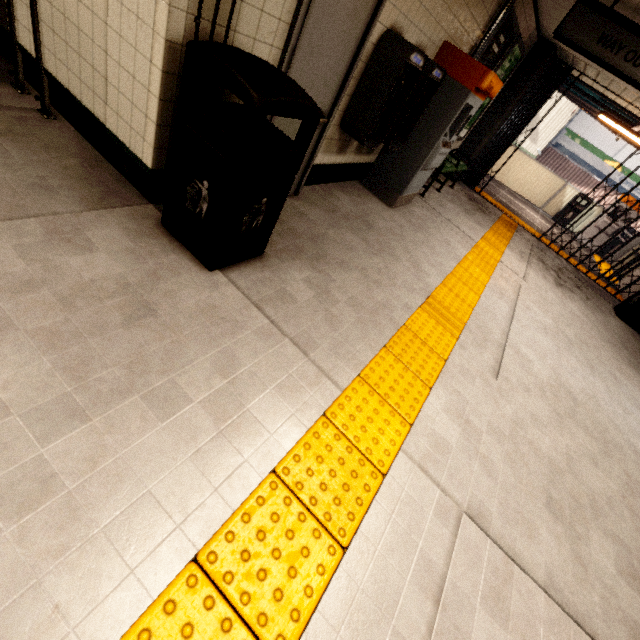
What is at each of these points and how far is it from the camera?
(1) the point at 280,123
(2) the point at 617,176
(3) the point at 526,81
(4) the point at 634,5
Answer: (1) door, 2.7 meters
(2) sign, 17.2 meters
(3) concrete pillar, 6.8 meters
(4) storm drain, 3.5 meters

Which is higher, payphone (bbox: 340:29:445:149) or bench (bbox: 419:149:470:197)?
payphone (bbox: 340:29:445:149)

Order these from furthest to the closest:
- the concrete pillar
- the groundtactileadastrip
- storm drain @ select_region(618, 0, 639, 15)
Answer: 1. the concrete pillar
2. storm drain @ select_region(618, 0, 639, 15)
3. the groundtactileadastrip

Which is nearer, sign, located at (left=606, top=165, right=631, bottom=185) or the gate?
the gate

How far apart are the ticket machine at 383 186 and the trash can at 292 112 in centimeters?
290cm

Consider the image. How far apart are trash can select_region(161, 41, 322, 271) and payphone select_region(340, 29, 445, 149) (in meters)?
1.47

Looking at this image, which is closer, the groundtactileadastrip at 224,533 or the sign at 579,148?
the groundtactileadastrip at 224,533

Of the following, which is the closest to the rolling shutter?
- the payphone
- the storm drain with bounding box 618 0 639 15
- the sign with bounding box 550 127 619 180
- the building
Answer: the building
